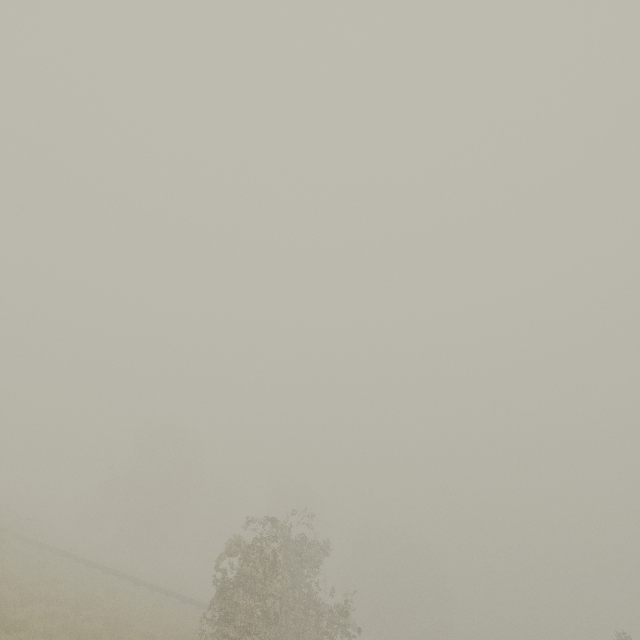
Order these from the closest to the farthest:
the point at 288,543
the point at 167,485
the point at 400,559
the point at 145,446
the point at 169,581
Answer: the point at 288,543, the point at 169,581, the point at 167,485, the point at 145,446, the point at 400,559
